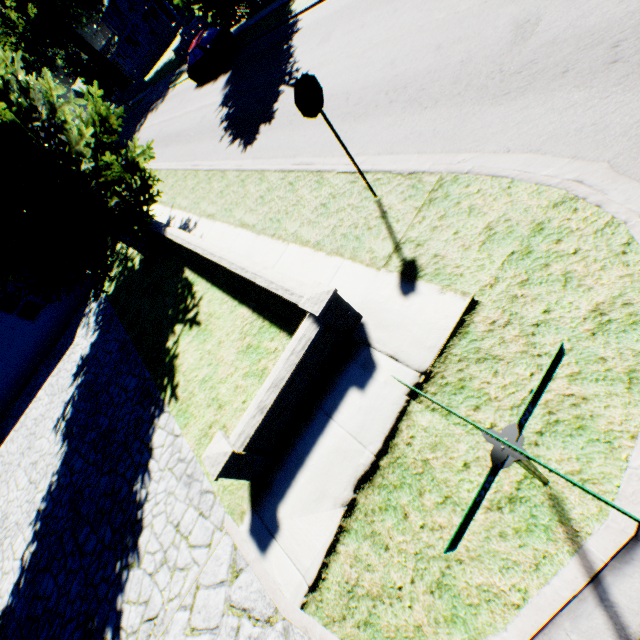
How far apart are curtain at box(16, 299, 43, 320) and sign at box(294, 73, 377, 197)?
16.0 meters

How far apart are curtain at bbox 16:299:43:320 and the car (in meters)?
16.30

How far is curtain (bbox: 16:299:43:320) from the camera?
14.2 meters

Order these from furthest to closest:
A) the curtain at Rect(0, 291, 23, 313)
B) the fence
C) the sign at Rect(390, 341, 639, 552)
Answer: the fence < the curtain at Rect(0, 291, 23, 313) < the sign at Rect(390, 341, 639, 552)

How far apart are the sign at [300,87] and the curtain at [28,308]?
16.00m

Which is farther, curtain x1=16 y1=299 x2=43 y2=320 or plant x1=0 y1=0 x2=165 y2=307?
curtain x1=16 y1=299 x2=43 y2=320

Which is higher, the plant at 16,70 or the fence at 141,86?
the plant at 16,70

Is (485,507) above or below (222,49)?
below
